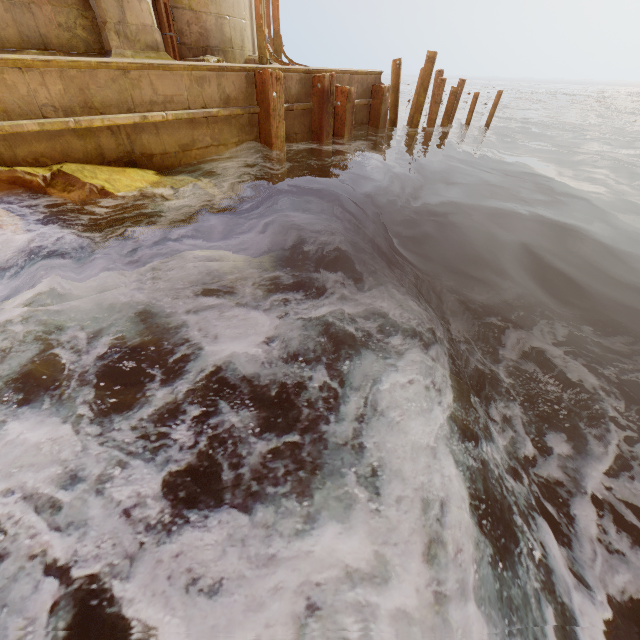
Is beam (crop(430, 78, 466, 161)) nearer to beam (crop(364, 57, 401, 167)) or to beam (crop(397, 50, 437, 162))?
beam (crop(397, 50, 437, 162))

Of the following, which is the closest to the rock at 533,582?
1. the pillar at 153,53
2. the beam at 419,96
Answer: the pillar at 153,53

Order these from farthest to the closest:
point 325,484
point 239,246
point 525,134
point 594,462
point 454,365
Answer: point 525,134 → point 239,246 → point 454,365 → point 594,462 → point 325,484

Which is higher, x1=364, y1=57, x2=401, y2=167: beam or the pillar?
the pillar

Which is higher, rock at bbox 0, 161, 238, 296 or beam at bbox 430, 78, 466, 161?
beam at bbox 430, 78, 466, 161

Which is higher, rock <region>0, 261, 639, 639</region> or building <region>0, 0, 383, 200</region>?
building <region>0, 0, 383, 200</region>

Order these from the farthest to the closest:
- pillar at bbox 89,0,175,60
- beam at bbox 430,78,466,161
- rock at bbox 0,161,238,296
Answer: beam at bbox 430,78,466,161 → pillar at bbox 89,0,175,60 → rock at bbox 0,161,238,296

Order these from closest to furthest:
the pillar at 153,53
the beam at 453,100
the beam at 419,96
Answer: the pillar at 153,53 → the beam at 419,96 → the beam at 453,100
